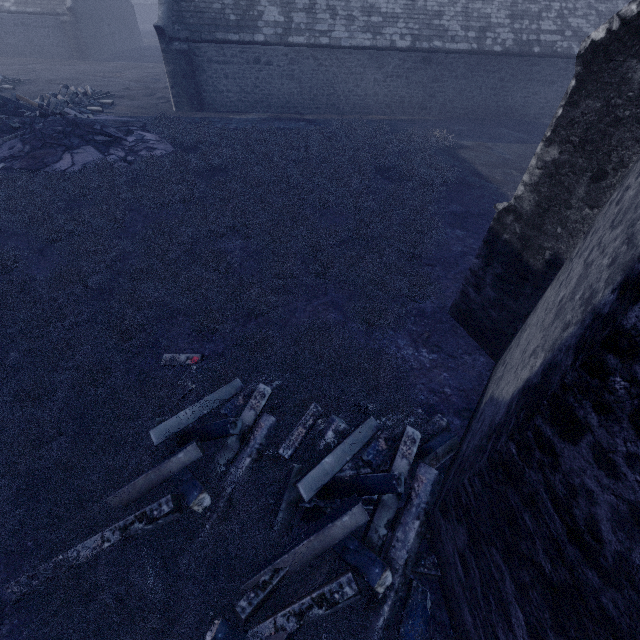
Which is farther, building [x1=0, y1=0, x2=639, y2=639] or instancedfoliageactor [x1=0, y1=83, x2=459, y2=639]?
instancedfoliageactor [x1=0, y1=83, x2=459, y2=639]

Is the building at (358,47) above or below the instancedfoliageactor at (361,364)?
above

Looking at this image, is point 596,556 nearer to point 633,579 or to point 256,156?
point 633,579

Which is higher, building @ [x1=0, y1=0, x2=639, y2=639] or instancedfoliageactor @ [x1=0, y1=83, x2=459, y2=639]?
building @ [x1=0, y1=0, x2=639, y2=639]

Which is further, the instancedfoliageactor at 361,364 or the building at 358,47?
the instancedfoliageactor at 361,364
